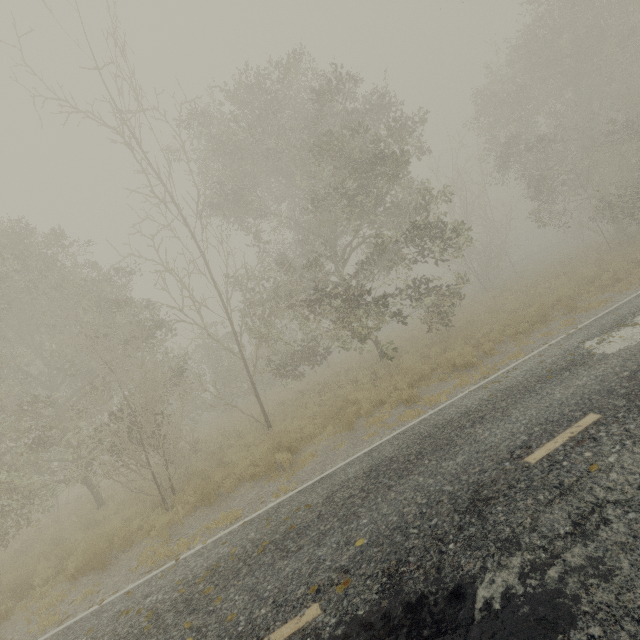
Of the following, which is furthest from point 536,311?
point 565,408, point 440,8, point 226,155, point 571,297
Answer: point 226,155
